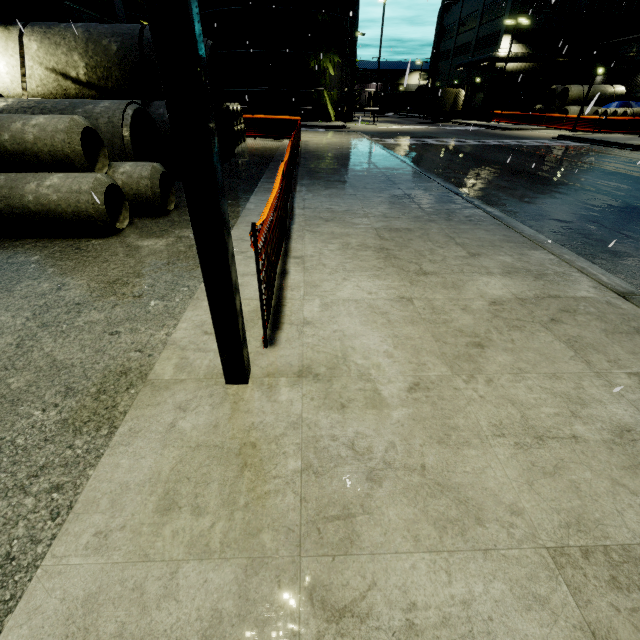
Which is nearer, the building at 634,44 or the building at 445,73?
the building at 634,44

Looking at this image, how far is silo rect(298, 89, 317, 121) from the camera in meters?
33.8

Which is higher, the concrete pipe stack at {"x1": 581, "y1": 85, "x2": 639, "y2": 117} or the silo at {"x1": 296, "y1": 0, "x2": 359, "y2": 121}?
the silo at {"x1": 296, "y1": 0, "x2": 359, "y2": 121}

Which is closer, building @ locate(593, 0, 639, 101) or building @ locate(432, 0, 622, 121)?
building @ locate(593, 0, 639, 101)

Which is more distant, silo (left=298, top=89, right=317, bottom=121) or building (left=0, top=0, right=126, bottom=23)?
silo (left=298, top=89, right=317, bottom=121)

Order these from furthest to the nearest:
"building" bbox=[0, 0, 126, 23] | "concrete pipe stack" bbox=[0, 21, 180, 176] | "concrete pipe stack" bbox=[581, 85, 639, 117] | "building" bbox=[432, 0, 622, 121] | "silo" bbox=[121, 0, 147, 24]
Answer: "building" bbox=[432, 0, 622, 121], "silo" bbox=[121, 0, 147, 24], "concrete pipe stack" bbox=[581, 85, 639, 117], "building" bbox=[0, 0, 126, 23], "concrete pipe stack" bbox=[0, 21, 180, 176]

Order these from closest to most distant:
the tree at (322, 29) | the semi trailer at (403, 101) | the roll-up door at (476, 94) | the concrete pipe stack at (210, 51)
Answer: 1. the concrete pipe stack at (210, 51)
2. the tree at (322, 29)
3. the roll-up door at (476, 94)
4. the semi trailer at (403, 101)

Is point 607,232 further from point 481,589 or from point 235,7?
point 235,7
